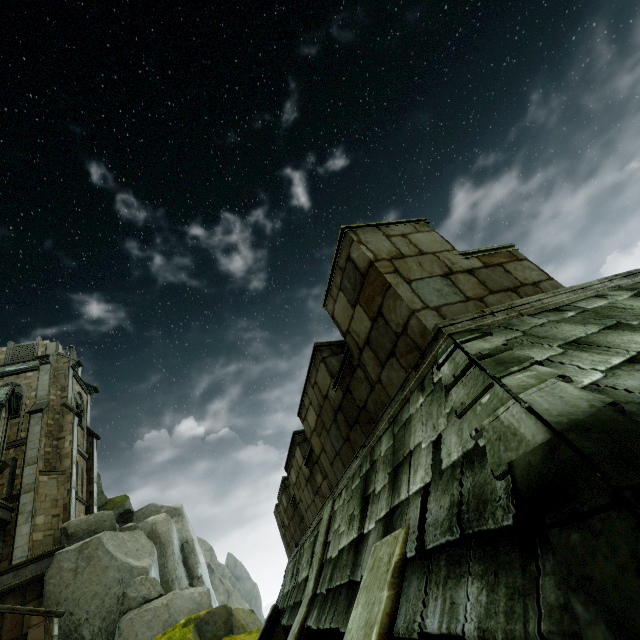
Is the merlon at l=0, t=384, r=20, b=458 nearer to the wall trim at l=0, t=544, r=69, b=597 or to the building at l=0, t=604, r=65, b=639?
the building at l=0, t=604, r=65, b=639

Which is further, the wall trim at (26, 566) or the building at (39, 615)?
the wall trim at (26, 566)

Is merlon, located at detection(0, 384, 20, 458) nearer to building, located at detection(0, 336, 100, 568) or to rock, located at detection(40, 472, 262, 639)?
building, located at detection(0, 336, 100, 568)

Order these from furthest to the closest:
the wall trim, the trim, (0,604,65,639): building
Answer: the wall trim
(0,604,65,639): building
the trim

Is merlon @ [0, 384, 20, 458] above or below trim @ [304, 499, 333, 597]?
above

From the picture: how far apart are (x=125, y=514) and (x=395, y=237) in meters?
34.0 m

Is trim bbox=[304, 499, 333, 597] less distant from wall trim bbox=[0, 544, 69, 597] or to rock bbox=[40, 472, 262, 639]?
rock bbox=[40, 472, 262, 639]

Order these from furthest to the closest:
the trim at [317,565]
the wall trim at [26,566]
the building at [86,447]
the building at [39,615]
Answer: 1. the building at [86,447]
2. the wall trim at [26,566]
3. the building at [39,615]
4. the trim at [317,565]
